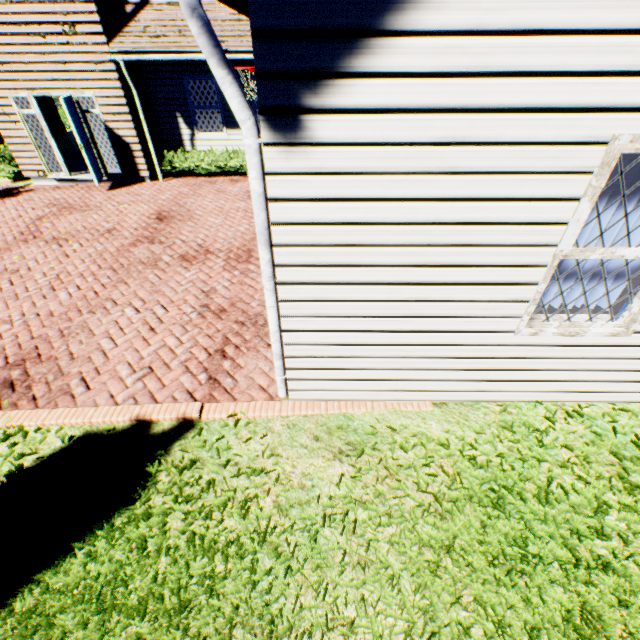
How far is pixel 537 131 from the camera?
1.89m

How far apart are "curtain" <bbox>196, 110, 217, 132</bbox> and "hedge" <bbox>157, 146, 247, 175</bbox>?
0.6m

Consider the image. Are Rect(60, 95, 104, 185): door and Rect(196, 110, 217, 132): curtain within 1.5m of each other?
no

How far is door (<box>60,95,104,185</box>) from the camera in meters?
8.6

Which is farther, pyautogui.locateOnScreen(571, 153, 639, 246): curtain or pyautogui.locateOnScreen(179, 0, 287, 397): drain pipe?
pyautogui.locateOnScreen(571, 153, 639, 246): curtain

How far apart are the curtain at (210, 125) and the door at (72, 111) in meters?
3.3 m

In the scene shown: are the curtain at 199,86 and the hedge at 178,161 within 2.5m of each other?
yes

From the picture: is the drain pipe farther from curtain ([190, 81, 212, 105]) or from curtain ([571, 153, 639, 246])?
curtain ([190, 81, 212, 105])
